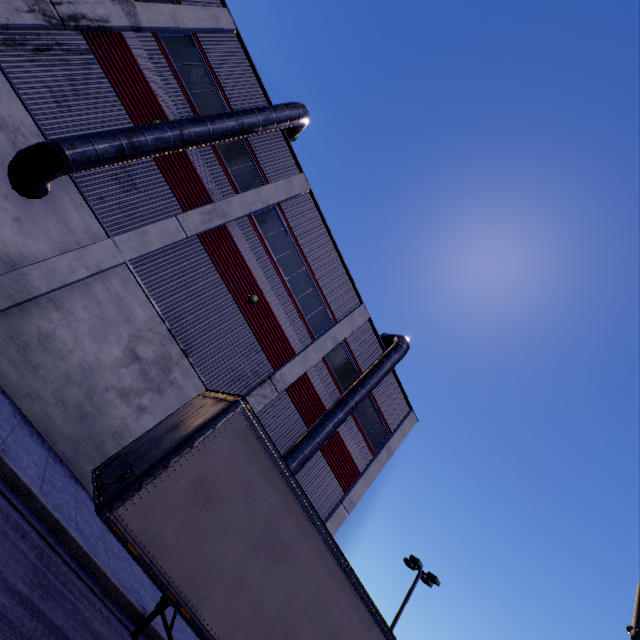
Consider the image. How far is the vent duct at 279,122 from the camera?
9.4m

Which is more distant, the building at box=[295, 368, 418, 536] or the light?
the light

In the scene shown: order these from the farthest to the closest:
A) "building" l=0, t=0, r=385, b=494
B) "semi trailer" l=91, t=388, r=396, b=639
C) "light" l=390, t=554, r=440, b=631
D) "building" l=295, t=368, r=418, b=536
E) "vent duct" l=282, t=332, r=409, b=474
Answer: "light" l=390, t=554, r=440, b=631 → "building" l=295, t=368, r=418, b=536 → "vent duct" l=282, t=332, r=409, b=474 → "building" l=0, t=0, r=385, b=494 → "semi trailer" l=91, t=388, r=396, b=639

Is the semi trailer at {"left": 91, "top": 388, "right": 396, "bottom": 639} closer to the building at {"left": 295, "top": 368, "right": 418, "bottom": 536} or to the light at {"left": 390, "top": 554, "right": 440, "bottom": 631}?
the building at {"left": 295, "top": 368, "right": 418, "bottom": 536}

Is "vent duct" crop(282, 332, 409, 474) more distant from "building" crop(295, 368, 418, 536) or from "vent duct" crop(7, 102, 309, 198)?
"vent duct" crop(7, 102, 309, 198)

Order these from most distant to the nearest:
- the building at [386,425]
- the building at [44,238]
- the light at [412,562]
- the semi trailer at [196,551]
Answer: the light at [412,562], the building at [386,425], the building at [44,238], the semi trailer at [196,551]

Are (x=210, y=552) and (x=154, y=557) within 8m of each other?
yes

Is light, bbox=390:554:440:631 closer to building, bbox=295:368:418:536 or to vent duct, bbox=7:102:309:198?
building, bbox=295:368:418:536
